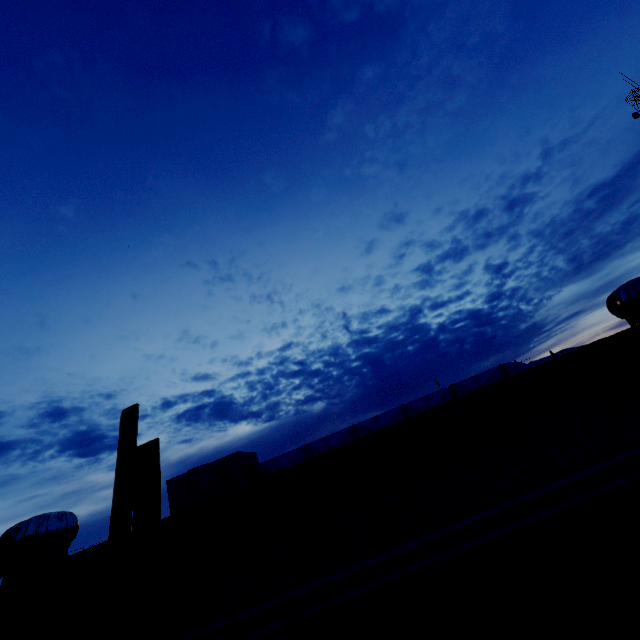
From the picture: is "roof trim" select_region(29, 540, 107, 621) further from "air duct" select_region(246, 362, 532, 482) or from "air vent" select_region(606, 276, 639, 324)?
"air vent" select_region(606, 276, 639, 324)

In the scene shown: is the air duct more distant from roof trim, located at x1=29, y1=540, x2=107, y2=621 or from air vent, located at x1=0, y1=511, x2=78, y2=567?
roof trim, located at x1=29, y1=540, x2=107, y2=621

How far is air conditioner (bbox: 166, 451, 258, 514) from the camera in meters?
5.6 m

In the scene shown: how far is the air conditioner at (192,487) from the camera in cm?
558

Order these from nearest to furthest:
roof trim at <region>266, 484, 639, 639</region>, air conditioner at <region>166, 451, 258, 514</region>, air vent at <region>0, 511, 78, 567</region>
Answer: roof trim at <region>266, 484, 639, 639</region>, air vent at <region>0, 511, 78, 567</region>, air conditioner at <region>166, 451, 258, 514</region>

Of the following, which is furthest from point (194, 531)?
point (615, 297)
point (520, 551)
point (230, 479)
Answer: point (615, 297)

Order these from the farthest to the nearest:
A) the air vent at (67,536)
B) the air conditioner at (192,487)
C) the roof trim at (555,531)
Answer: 1. the air conditioner at (192,487)
2. the air vent at (67,536)
3. the roof trim at (555,531)

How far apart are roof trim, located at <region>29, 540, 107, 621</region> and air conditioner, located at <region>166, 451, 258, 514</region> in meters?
3.6 m
